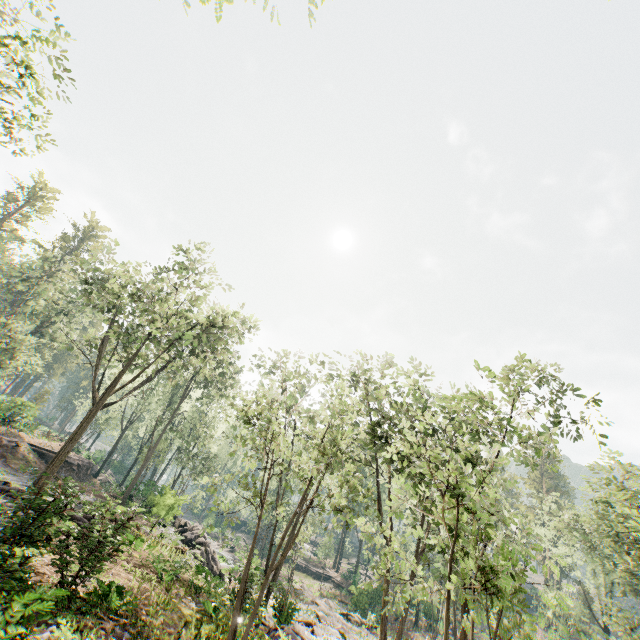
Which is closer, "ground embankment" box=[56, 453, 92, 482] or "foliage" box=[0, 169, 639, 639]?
"foliage" box=[0, 169, 639, 639]

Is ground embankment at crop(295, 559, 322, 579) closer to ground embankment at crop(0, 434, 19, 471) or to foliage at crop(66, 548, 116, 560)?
foliage at crop(66, 548, 116, 560)

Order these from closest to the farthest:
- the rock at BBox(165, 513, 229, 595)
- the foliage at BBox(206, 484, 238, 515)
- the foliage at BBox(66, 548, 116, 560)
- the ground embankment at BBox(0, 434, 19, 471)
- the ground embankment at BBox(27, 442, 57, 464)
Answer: the foliage at BBox(66, 548, 116, 560)
the foliage at BBox(206, 484, 238, 515)
the rock at BBox(165, 513, 229, 595)
the ground embankment at BBox(0, 434, 19, 471)
the ground embankment at BBox(27, 442, 57, 464)

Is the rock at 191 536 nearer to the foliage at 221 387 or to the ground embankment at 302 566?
the foliage at 221 387

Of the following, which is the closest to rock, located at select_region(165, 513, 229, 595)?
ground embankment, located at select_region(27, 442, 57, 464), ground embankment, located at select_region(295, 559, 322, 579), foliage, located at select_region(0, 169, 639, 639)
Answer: foliage, located at select_region(0, 169, 639, 639)

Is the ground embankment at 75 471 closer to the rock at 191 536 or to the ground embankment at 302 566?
the rock at 191 536

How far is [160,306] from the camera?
22.92m

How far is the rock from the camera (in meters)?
19.05
